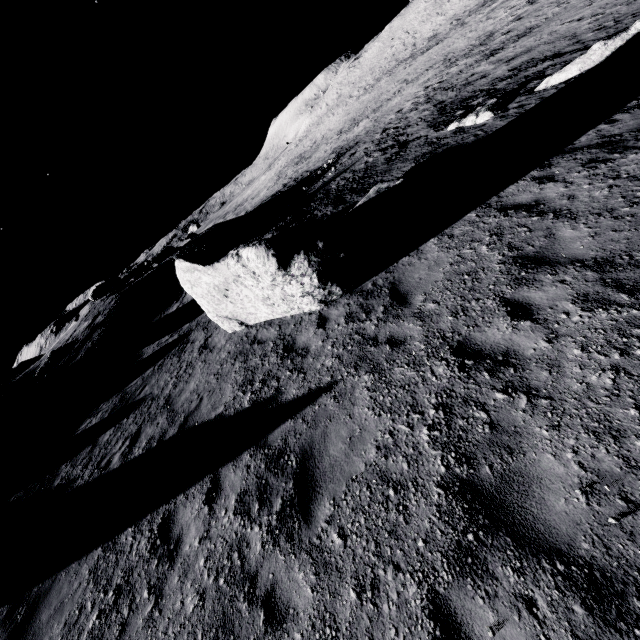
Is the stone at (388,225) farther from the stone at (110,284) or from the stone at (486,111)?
the stone at (110,284)

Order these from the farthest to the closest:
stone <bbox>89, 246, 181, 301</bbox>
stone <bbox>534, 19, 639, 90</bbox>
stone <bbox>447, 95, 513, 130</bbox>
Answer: stone <bbox>89, 246, 181, 301</bbox>
stone <bbox>447, 95, 513, 130</bbox>
stone <bbox>534, 19, 639, 90</bbox>

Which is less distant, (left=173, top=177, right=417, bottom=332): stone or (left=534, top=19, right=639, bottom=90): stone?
(left=173, top=177, right=417, bottom=332): stone

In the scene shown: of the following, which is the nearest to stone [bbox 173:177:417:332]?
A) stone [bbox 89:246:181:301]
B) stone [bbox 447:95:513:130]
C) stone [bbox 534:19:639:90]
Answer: stone [bbox 447:95:513:130]

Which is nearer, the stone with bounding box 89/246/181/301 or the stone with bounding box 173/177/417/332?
the stone with bounding box 173/177/417/332

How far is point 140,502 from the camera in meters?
6.4

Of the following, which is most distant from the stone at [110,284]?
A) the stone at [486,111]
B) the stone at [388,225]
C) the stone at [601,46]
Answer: the stone at [601,46]
